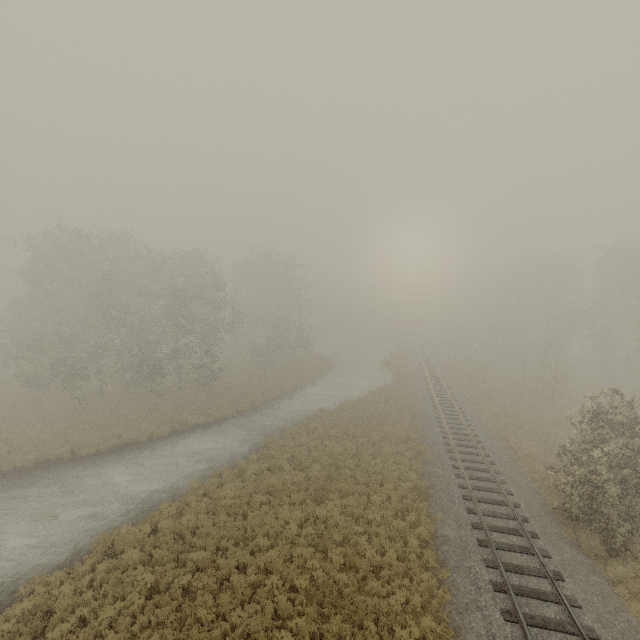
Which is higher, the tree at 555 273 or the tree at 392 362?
the tree at 555 273

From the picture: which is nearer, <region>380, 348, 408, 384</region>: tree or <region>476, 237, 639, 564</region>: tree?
<region>476, 237, 639, 564</region>: tree

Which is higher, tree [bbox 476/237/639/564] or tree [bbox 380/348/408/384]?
tree [bbox 476/237/639/564]

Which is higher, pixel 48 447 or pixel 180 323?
pixel 180 323

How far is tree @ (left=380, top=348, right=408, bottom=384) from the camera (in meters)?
38.81

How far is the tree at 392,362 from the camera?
38.8 meters
